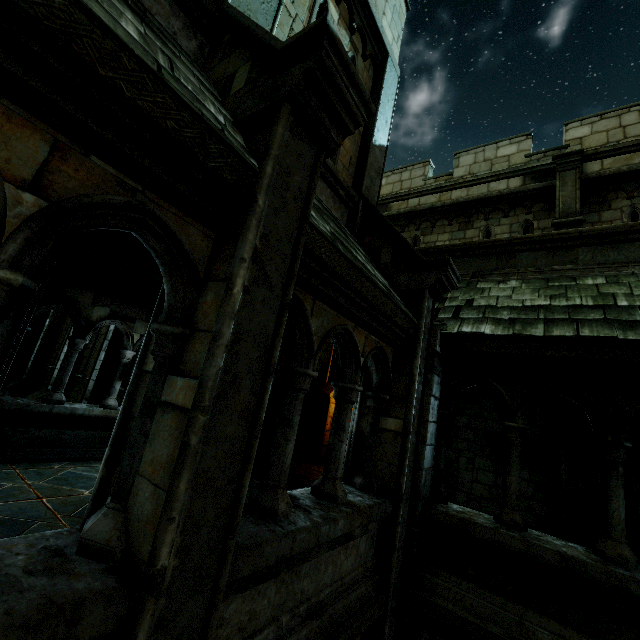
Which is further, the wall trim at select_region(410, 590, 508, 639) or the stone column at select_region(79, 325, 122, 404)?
the stone column at select_region(79, 325, 122, 404)

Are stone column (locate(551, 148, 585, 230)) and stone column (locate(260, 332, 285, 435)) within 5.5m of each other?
no

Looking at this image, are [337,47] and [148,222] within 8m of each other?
yes

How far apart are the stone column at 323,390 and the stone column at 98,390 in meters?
6.1 m

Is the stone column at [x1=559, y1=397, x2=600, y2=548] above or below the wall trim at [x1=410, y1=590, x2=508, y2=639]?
above

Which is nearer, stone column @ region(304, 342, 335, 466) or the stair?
the stair

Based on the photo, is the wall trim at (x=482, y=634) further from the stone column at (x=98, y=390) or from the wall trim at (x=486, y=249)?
the stone column at (x=98, y=390)

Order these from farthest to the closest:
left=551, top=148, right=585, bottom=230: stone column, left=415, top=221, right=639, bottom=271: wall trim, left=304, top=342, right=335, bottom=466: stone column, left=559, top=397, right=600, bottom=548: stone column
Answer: left=304, top=342, right=335, bottom=466: stone column
left=551, top=148, right=585, bottom=230: stone column
left=559, top=397, right=600, bottom=548: stone column
left=415, top=221, right=639, bottom=271: wall trim
